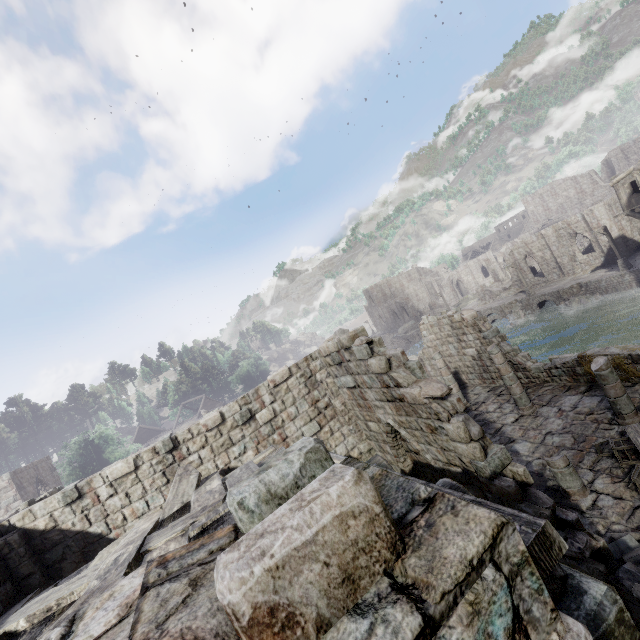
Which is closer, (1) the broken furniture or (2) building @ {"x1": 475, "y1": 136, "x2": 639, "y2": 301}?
(1) the broken furniture

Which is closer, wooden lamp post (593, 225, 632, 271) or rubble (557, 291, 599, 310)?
wooden lamp post (593, 225, 632, 271)

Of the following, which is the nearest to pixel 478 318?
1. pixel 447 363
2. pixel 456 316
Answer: pixel 456 316

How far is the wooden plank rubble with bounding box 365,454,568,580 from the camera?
1.6m

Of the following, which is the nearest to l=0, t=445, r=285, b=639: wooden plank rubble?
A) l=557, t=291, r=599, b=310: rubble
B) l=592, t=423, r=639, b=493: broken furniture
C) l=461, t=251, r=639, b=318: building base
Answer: l=592, t=423, r=639, b=493: broken furniture

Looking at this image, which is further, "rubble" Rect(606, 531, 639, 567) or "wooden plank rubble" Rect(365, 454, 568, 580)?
"rubble" Rect(606, 531, 639, 567)

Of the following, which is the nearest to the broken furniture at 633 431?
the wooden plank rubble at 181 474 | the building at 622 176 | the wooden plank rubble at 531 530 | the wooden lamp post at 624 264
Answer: the building at 622 176

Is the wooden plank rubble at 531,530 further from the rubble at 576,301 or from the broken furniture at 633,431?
the rubble at 576,301
